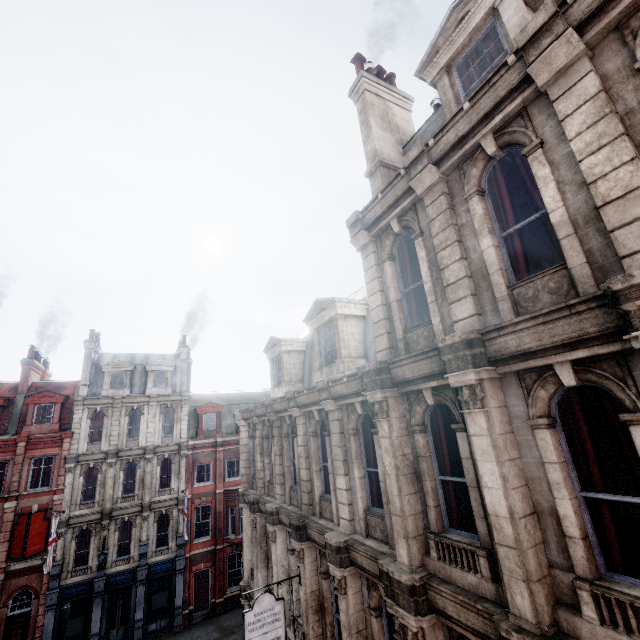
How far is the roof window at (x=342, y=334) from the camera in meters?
10.6

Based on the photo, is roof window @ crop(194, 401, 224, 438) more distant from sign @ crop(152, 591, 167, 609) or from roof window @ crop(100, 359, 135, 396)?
sign @ crop(152, 591, 167, 609)

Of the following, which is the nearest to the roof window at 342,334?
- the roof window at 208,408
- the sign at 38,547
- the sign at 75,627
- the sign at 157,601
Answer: the roof window at 208,408

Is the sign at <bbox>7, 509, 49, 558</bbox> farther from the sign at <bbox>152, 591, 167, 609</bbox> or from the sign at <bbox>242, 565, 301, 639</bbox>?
the sign at <bbox>242, 565, 301, 639</bbox>

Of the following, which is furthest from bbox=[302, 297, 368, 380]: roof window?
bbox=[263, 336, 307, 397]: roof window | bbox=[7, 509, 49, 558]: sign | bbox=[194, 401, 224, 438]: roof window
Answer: bbox=[7, 509, 49, 558]: sign

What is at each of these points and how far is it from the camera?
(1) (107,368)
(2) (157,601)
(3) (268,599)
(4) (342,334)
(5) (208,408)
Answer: (1) roof window, 26.8 meters
(2) sign, 23.0 meters
(3) sign, 9.4 meters
(4) roof window, 10.8 meters
(5) roof window, 29.3 meters

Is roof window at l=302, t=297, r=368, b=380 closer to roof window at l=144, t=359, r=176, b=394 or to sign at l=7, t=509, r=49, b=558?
roof window at l=144, t=359, r=176, b=394

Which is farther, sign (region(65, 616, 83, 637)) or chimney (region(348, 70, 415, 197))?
sign (region(65, 616, 83, 637))
